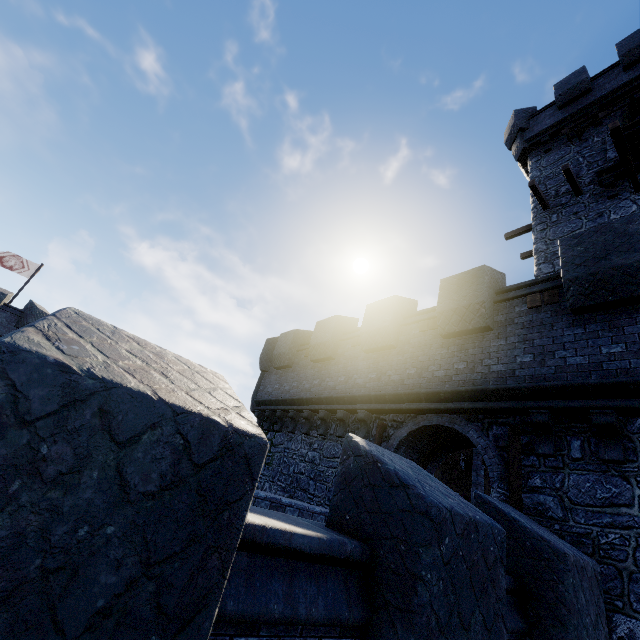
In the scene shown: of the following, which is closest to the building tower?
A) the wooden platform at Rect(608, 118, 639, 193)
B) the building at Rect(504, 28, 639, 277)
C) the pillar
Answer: the building at Rect(504, 28, 639, 277)

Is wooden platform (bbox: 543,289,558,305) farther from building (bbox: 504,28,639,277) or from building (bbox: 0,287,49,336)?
building (bbox: 0,287,49,336)

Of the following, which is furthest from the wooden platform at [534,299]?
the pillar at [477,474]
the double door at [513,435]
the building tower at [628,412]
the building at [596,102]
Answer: the pillar at [477,474]

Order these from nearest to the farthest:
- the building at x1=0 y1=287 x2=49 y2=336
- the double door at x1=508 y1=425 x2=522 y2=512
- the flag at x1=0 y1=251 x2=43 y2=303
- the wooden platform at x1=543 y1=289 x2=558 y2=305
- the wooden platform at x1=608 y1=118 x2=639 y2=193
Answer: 1. the double door at x1=508 y1=425 x2=522 y2=512
2. the wooden platform at x1=543 y1=289 x2=558 y2=305
3. the wooden platform at x1=608 y1=118 x2=639 y2=193
4. the building at x1=0 y1=287 x2=49 y2=336
5. the flag at x1=0 y1=251 x2=43 y2=303

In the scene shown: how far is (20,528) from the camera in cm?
118

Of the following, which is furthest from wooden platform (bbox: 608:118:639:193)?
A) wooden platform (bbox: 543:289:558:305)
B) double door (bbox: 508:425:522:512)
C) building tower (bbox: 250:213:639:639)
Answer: double door (bbox: 508:425:522:512)

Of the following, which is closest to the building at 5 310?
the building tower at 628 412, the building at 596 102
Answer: the building tower at 628 412

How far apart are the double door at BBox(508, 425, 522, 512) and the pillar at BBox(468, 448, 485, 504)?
7.7m
